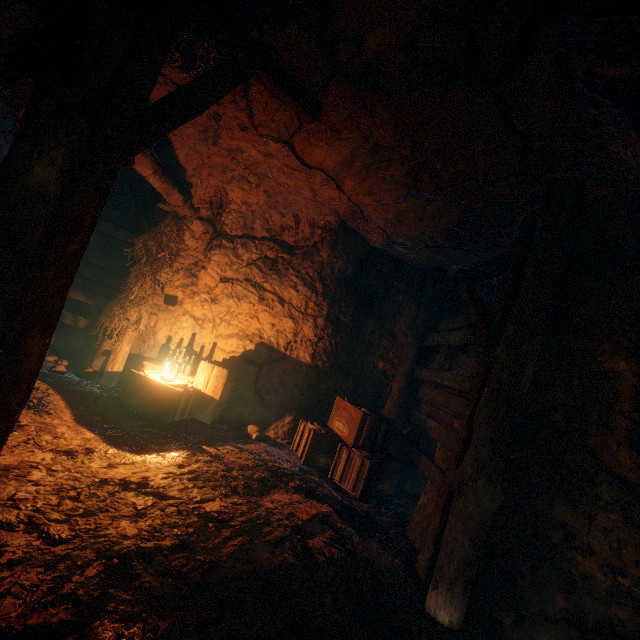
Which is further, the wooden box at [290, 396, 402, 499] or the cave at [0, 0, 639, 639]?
the wooden box at [290, 396, 402, 499]

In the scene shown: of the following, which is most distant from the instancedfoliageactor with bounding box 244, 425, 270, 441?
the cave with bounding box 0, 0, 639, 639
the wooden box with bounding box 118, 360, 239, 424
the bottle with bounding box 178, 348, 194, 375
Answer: the bottle with bounding box 178, 348, 194, 375

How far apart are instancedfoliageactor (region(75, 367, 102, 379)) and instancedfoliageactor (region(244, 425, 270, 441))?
3.1m

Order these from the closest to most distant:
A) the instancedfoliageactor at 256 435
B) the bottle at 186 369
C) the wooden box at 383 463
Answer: the wooden box at 383 463, the instancedfoliageactor at 256 435, the bottle at 186 369

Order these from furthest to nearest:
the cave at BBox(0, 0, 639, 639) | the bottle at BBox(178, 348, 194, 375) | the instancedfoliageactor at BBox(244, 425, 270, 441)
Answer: the bottle at BBox(178, 348, 194, 375), the instancedfoliageactor at BBox(244, 425, 270, 441), the cave at BBox(0, 0, 639, 639)

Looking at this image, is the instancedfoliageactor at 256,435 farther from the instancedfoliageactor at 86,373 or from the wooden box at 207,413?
the instancedfoliageactor at 86,373

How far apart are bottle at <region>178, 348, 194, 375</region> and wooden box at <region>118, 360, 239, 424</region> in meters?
0.0

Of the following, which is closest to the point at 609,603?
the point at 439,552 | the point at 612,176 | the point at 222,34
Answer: the point at 439,552
